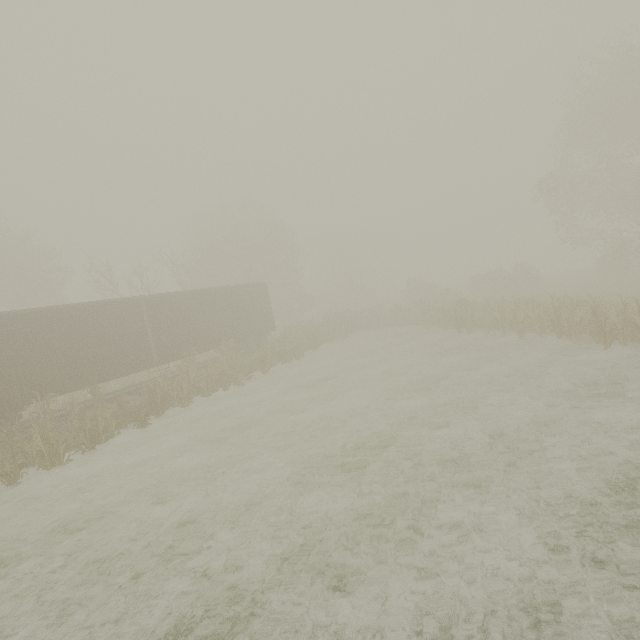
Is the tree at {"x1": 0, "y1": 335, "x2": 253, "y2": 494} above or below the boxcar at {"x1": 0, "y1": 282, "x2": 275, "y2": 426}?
below

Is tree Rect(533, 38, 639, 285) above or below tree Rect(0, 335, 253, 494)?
above

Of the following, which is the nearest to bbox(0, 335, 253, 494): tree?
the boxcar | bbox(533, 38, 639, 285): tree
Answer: the boxcar

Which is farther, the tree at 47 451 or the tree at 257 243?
the tree at 257 243

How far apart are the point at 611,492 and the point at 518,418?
3.1m

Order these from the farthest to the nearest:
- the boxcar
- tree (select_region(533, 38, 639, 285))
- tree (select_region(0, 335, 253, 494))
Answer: tree (select_region(533, 38, 639, 285)), the boxcar, tree (select_region(0, 335, 253, 494))

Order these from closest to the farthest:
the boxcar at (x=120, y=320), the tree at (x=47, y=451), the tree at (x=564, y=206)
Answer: the tree at (x=47, y=451) < the boxcar at (x=120, y=320) < the tree at (x=564, y=206)
